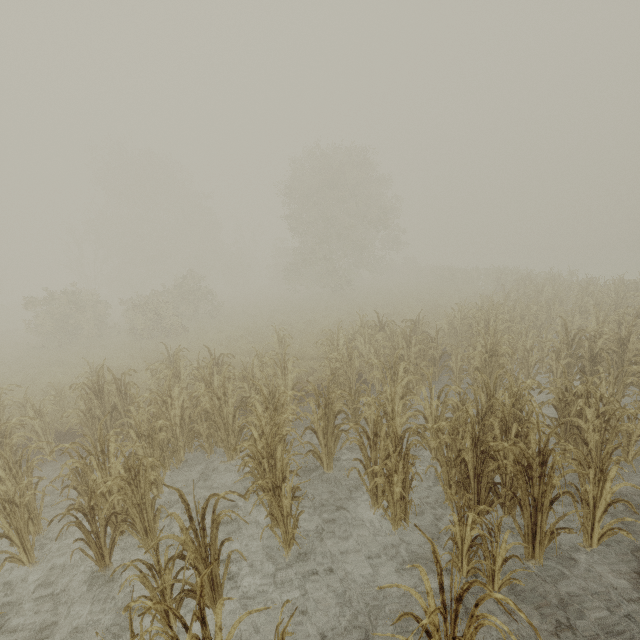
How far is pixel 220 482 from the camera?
6.2m
